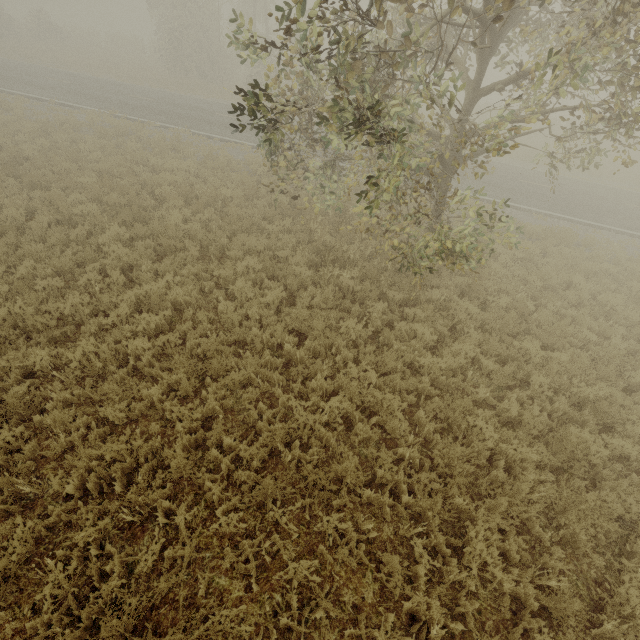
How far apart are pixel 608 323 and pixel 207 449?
10.4 meters
